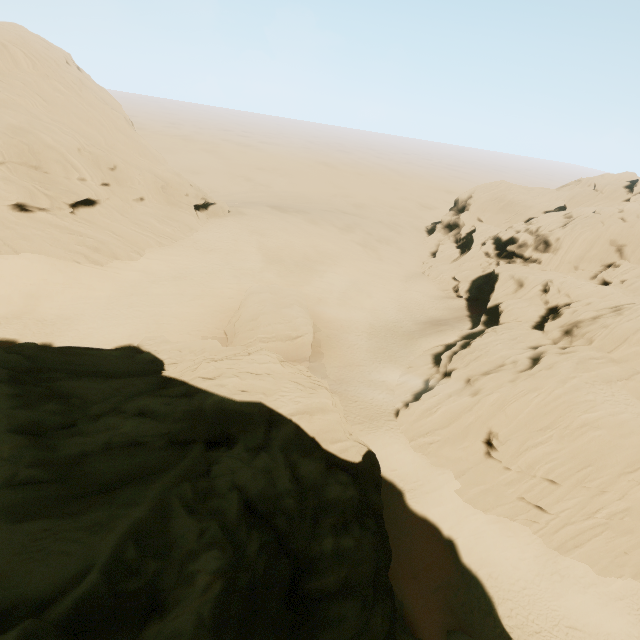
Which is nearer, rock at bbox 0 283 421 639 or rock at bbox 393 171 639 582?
rock at bbox 0 283 421 639

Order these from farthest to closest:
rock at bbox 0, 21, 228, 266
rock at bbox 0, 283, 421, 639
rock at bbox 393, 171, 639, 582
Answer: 1. rock at bbox 0, 21, 228, 266
2. rock at bbox 393, 171, 639, 582
3. rock at bbox 0, 283, 421, 639

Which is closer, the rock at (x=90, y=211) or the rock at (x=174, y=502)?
the rock at (x=174, y=502)

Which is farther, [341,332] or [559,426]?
[341,332]

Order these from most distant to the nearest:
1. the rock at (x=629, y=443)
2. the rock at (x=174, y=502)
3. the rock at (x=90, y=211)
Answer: the rock at (x=90, y=211) < the rock at (x=629, y=443) < the rock at (x=174, y=502)
